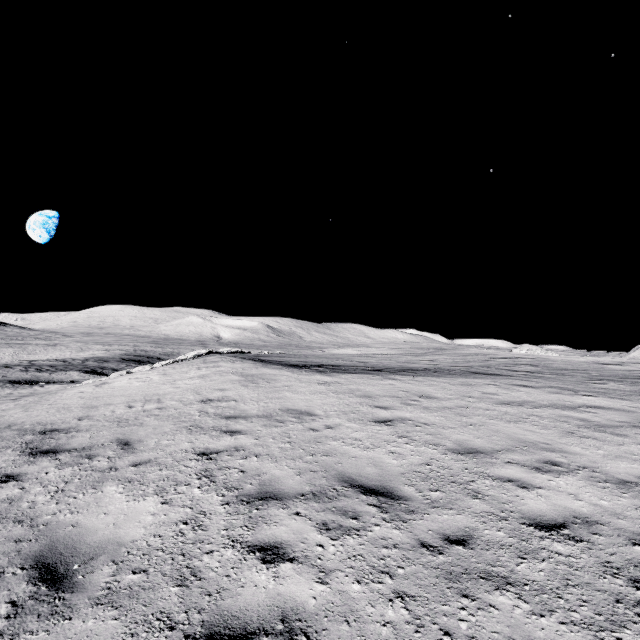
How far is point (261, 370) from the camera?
14.3 meters
